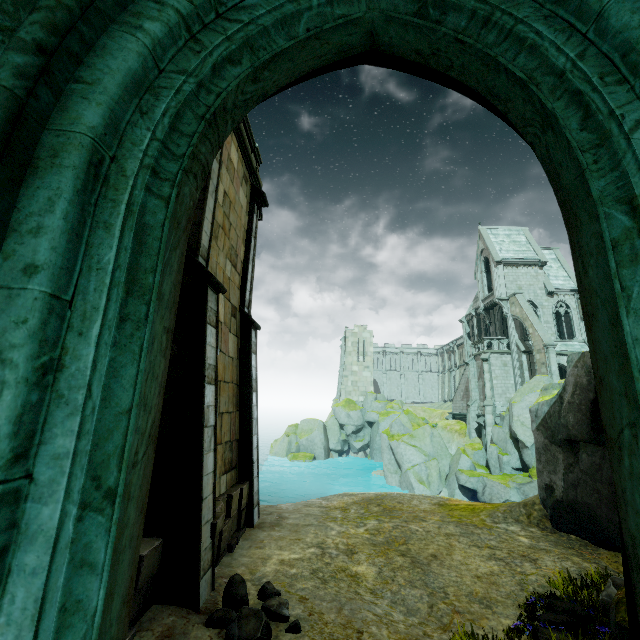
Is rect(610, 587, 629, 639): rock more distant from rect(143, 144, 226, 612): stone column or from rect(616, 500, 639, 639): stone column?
rect(143, 144, 226, 612): stone column

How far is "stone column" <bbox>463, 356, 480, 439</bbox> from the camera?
33.0m

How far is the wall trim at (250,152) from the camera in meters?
9.7

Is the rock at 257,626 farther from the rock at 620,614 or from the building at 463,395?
the building at 463,395

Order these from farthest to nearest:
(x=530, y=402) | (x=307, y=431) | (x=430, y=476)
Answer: (x=307, y=431) < (x=430, y=476) < (x=530, y=402)

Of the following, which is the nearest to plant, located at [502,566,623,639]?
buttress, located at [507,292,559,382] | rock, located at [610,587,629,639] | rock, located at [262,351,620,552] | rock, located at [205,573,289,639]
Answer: rock, located at [610,587,629,639]

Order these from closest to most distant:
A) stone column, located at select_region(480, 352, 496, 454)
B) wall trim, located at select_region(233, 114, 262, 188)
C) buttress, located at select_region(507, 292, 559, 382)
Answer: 1. wall trim, located at select_region(233, 114, 262, 188)
2. buttress, located at select_region(507, 292, 559, 382)
3. stone column, located at select_region(480, 352, 496, 454)

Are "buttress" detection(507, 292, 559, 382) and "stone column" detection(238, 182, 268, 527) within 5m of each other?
no
